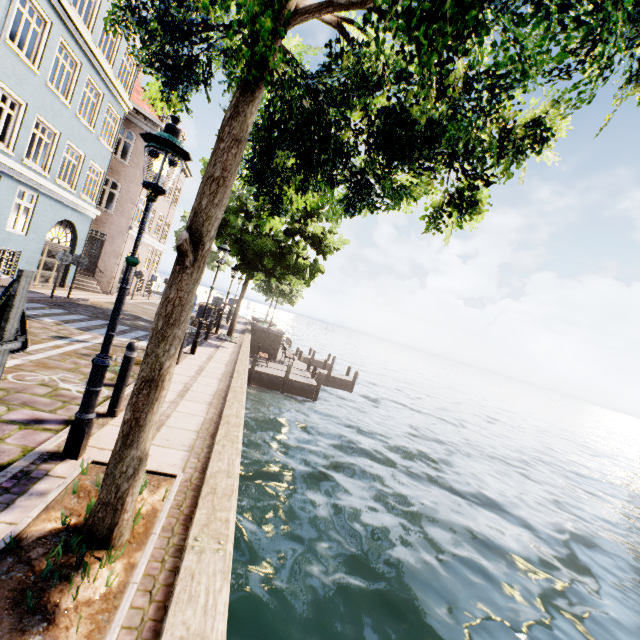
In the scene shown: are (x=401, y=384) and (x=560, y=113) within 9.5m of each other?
no

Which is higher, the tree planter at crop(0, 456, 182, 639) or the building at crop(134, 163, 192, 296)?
the building at crop(134, 163, 192, 296)

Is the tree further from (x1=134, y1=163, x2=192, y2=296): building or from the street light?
(x1=134, y1=163, x2=192, y2=296): building

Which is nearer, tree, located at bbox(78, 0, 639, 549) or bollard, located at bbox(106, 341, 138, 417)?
tree, located at bbox(78, 0, 639, 549)

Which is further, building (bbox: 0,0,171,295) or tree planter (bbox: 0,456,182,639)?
building (bbox: 0,0,171,295)

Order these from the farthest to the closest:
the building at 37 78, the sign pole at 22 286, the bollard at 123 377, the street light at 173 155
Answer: the building at 37 78 < the bollard at 123 377 < the street light at 173 155 < the sign pole at 22 286

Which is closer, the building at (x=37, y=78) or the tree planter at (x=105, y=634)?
the tree planter at (x=105, y=634)
